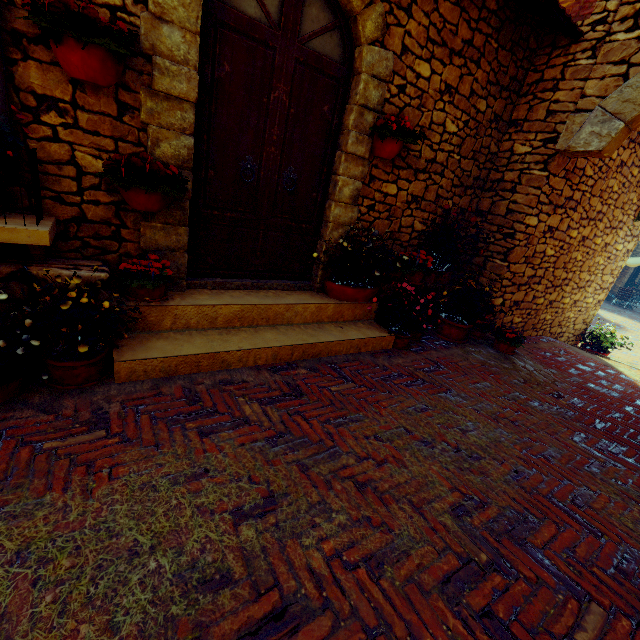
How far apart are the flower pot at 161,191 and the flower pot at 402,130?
1.99m

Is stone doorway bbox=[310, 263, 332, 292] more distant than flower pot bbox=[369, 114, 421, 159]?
Yes

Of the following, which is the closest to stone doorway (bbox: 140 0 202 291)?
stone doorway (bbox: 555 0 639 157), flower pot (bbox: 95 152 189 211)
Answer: flower pot (bbox: 95 152 189 211)

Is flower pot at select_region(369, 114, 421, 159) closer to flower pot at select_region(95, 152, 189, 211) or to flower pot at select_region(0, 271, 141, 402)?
flower pot at select_region(95, 152, 189, 211)

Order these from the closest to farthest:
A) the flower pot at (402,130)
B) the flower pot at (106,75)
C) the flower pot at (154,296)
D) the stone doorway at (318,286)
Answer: the flower pot at (106,75) → the flower pot at (154,296) → the flower pot at (402,130) → the stone doorway at (318,286)

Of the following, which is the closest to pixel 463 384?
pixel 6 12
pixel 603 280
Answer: pixel 6 12

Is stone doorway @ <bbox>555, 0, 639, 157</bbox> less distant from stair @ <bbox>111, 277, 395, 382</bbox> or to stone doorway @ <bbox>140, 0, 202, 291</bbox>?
stone doorway @ <bbox>140, 0, 202, 291</bbox>

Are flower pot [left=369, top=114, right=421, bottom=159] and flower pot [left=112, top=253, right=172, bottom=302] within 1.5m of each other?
no
